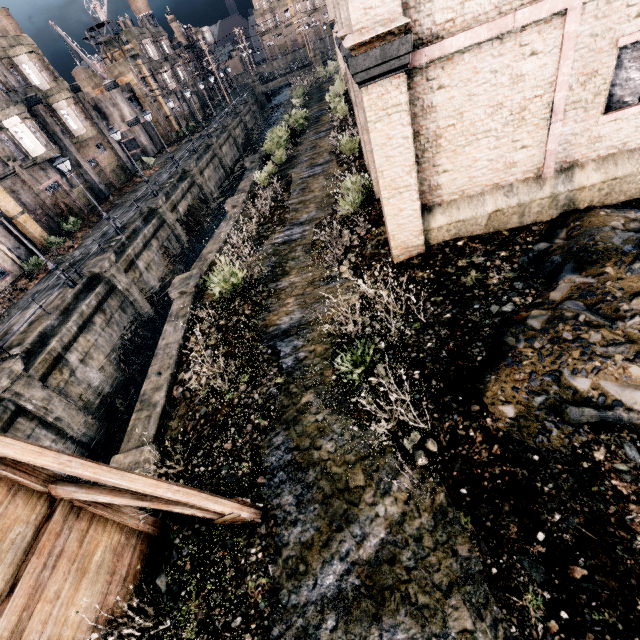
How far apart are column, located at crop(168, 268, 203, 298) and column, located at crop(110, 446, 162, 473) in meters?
7.7

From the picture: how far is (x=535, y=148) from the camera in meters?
9.4

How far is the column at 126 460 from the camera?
8.5 meters

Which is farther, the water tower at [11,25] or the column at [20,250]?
the water tower at [11,25]

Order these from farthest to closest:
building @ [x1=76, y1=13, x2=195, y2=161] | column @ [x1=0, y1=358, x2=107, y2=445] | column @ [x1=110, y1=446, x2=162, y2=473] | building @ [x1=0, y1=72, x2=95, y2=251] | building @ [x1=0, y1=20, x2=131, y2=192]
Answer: building @ [x1=76, y1=13, x2=195, y2=161] → building @ [x1=0, y1=20, x2=131, y2=192] → building @ [x1=0, y1=72, x2=95, y2=251] → column @ [x1=0, y1=358, x2=107, y2=445] → column @ [x1=110, y1=446, x2=162, y2=473]

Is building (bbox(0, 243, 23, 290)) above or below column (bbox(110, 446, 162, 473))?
above

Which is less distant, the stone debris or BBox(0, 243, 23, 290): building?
the stone debris

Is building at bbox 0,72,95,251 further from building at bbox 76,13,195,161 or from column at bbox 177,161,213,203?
building at bbox 76,13,195,161
